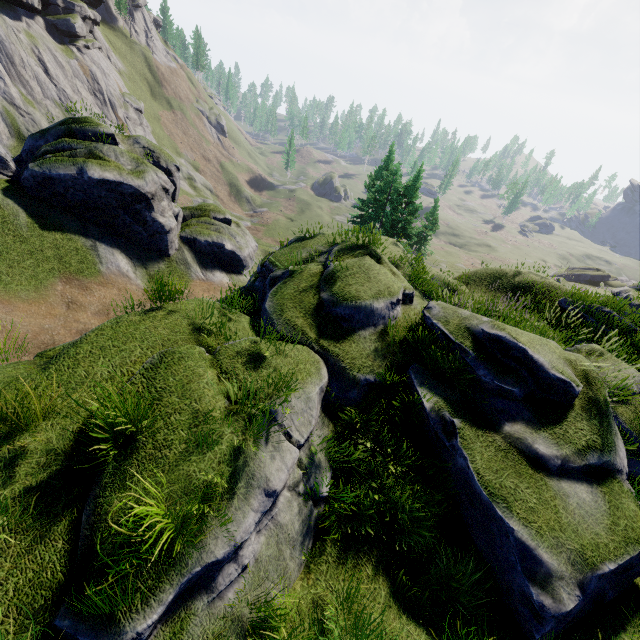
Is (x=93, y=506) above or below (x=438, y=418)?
above
